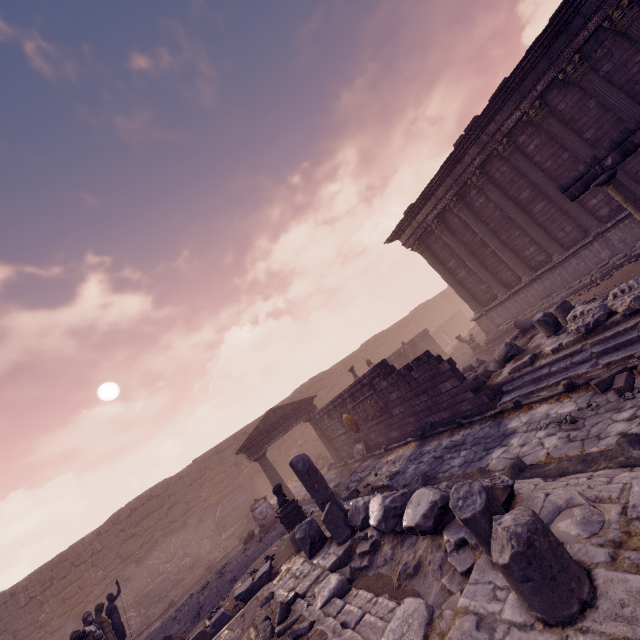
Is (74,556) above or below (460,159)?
below

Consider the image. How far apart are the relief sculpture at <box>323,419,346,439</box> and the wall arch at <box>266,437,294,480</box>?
8.6 meters

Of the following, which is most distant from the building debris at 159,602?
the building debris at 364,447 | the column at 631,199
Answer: the column at 631,199

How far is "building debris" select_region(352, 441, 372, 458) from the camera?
13.5m

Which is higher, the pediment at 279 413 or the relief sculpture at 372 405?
the pediment at 279 413

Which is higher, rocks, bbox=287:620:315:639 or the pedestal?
the pedestal

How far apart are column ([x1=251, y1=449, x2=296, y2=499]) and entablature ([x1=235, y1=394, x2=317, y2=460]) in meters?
0.0

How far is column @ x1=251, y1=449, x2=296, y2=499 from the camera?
14.5 meters
